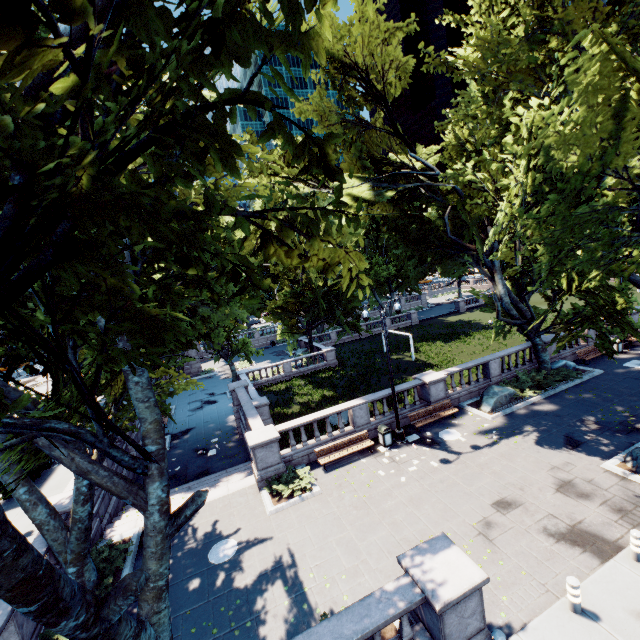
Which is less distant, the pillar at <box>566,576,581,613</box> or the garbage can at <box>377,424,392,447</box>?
Result: the pillar at <box>566,576,581,613</box>

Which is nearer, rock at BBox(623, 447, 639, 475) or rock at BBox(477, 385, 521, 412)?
rock at BBox(623, 447, 639, 475)

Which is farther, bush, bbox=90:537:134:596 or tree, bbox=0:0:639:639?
bush, bbox=90:537:134:596

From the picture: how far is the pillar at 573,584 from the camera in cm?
779

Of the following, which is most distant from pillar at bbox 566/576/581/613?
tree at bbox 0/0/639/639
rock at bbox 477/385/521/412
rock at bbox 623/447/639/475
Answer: rock at bbox 477/385/521/412

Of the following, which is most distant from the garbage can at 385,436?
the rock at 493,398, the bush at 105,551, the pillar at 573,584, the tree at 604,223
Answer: the bush at 105,551

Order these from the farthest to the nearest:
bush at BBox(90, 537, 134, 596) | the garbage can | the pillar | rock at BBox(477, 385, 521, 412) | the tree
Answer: rock at BBox(477, 385, 521, 412)
the garbage can
bush at BBox(90, 537, 134, 596)
the pillar
the tree

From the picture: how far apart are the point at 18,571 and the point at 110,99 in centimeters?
523cm
